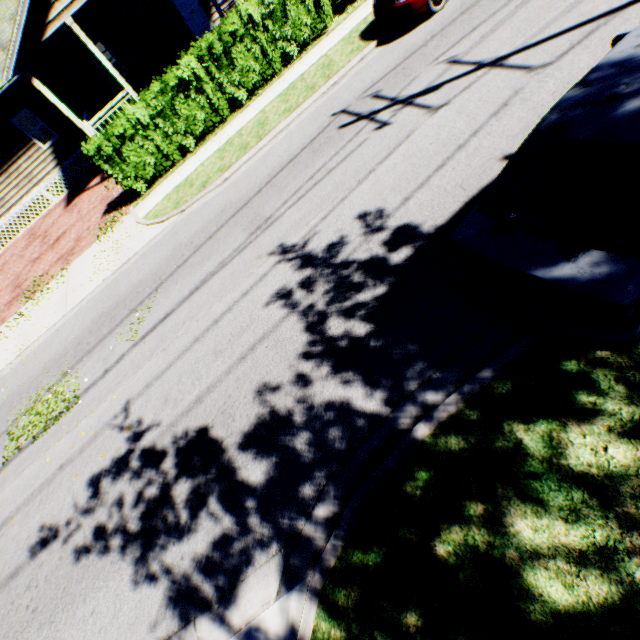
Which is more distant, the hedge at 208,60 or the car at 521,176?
the hedge at 208,60

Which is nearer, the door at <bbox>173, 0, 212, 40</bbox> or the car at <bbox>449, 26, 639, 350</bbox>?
the car at <bbox>449, 26, 639, 350</bbox>

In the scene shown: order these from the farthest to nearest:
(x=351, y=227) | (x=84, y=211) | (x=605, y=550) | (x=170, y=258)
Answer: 1. (x=84, y=211)
2. (x=170, y=258)
3. (x=351, y=227)
4. (x=605, y=550)

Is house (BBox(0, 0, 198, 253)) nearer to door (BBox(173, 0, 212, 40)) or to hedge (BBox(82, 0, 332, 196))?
door (BBox(173, 0, 212, 40))

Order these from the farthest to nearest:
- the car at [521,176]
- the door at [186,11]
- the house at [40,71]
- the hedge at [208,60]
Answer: the door at [186,11] < the house at [40,71] < the hedge at [208,60] < the car at [521,176]

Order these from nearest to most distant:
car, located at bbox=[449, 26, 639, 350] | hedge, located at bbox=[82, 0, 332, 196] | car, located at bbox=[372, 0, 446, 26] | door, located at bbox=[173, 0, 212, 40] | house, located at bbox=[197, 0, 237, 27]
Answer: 1. car, located at bbox=[449, 26, 639, 350]
2. car, located at bbox=[372, 0, 446, 26]
3. hedge, located at bbox=[82, 0, 332, 196]
4. house, located at bbox=[197, 0, 237, 27]
5. door, located at bbox=[173, 0, 212, 40]

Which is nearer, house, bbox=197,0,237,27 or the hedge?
the hedge
